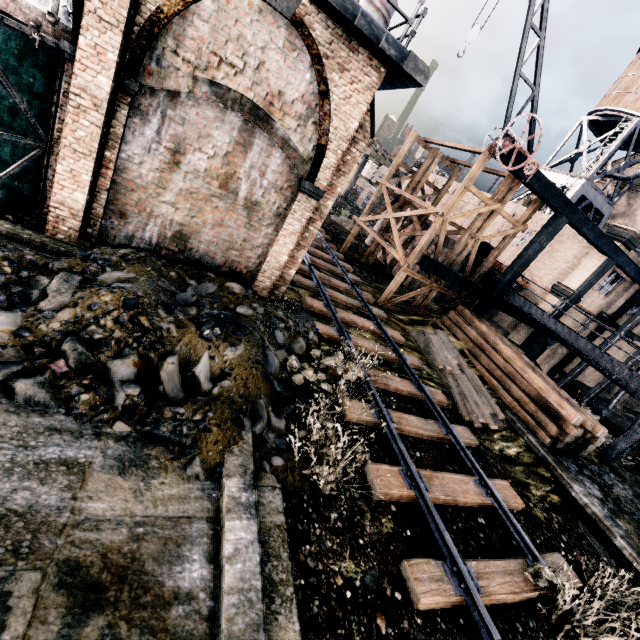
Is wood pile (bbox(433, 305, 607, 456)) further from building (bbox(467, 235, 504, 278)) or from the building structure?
building (bbox(467, 235, 504, 278))

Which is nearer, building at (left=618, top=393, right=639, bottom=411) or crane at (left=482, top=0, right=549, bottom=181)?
crane at (left=482, top=0, right=549, bottom=181)

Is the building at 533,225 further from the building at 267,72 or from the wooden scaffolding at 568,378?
the building at 267,72

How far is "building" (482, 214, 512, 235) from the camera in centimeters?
2819cm

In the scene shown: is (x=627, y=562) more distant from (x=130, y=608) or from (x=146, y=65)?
(x=146, y=65)

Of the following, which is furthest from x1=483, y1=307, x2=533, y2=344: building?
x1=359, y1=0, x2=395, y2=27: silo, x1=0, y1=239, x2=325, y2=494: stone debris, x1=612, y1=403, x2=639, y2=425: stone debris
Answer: x1=0, y1=239, x2=325, y2=494: stone debris

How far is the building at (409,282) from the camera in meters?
25.6 m

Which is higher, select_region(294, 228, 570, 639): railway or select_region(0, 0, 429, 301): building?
select_region(0, 0, 429, 301): building
